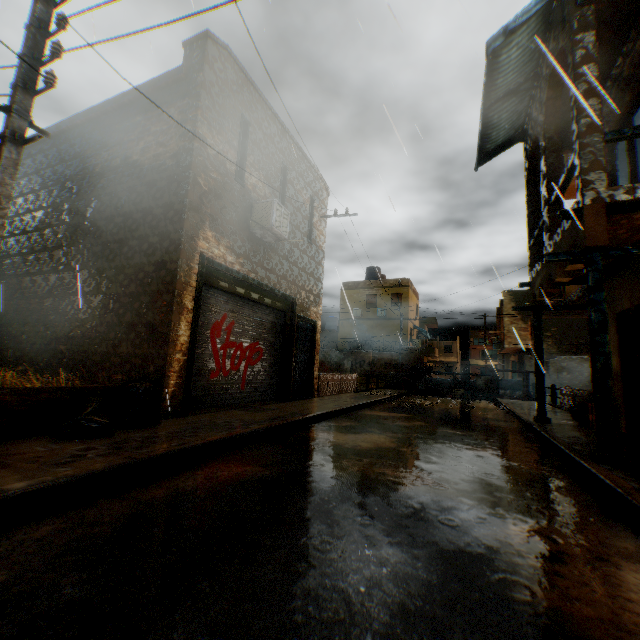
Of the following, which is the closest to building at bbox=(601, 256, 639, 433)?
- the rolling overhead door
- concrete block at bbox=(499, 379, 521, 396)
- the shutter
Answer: the rolling overhead door

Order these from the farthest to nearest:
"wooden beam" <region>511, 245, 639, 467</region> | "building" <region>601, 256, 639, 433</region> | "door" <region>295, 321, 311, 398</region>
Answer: "door" <region>295, 321, 311, 398</region> < "building" <region>601, 256, 639, 433</region> < "wooden beam" <region>511, 245, 639, 467</region>

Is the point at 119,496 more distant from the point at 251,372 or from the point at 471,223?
the point at 471,223

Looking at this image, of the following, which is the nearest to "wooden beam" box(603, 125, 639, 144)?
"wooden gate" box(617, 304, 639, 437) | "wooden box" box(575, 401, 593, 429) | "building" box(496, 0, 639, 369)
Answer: "building" box(496, 0, 639, 369)

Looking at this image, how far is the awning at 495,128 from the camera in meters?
8.3

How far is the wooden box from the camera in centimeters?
785cm

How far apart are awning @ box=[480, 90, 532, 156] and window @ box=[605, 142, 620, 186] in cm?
143

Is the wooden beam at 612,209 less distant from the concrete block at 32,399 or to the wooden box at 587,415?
the concrete block at 32,399
